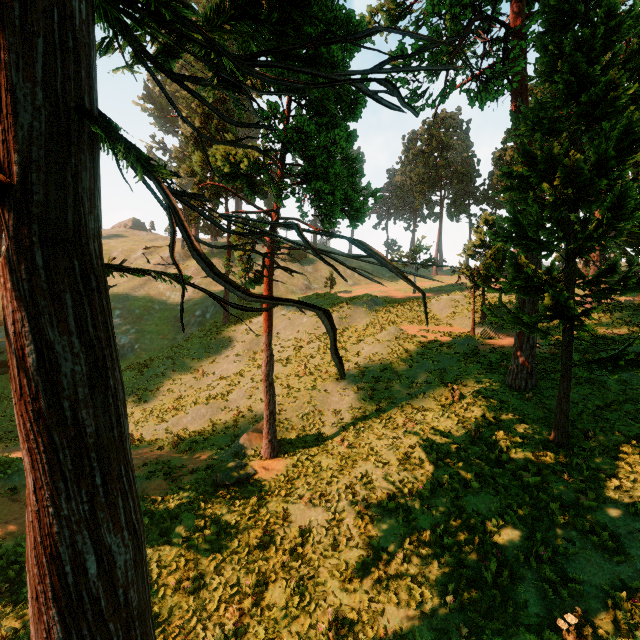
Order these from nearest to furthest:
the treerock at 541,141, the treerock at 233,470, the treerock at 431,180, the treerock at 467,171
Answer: the treerock at 541,141
the treerock at 233,470
the treerock at 467,171
the treerock at 431,180

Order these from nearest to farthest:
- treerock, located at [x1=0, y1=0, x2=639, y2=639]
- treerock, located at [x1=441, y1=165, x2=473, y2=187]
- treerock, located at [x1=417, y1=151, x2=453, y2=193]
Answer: treerock, located at [x1=0, y1=0, x2=639, y2=639]
treerock, located at [x1=441, y1=165, x2=473, y2=187]
treerock, located at [x1=417, y1=151, x2=453, y2=193]

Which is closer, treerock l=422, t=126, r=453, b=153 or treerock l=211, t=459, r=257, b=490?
treerock l=211, t=459, r=257, b=490

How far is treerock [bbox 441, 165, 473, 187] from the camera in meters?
56.6 m

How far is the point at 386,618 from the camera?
8.2 meters

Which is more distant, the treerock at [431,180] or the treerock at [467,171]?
the treerock at [431,180]
